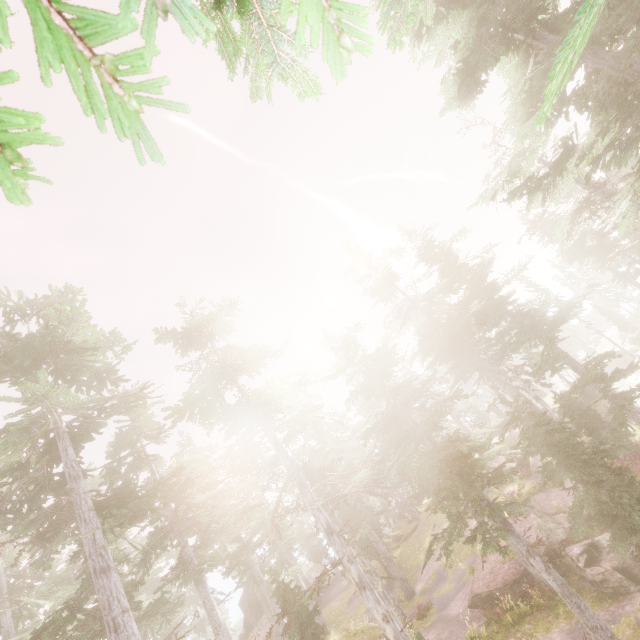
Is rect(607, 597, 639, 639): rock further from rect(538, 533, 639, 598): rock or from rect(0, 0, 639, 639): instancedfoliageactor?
rect(538, 533, 639, 598): rock

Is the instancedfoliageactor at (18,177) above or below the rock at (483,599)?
above

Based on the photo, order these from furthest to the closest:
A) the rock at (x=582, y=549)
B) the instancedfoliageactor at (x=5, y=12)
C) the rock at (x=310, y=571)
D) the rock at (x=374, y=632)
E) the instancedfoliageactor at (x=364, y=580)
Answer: the rock at (x=310, y=571)
the rock at (x=374, y=632)
the rock at (x=582, y=549)
the instancedfoliageactor at (x=364, y=580)
the instancedfoliageactor at (x=5, y=12)

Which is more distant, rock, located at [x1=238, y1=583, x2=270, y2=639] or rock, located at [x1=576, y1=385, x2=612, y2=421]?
rock, located at [x1=238, y1=583, x2=270, y2=639]

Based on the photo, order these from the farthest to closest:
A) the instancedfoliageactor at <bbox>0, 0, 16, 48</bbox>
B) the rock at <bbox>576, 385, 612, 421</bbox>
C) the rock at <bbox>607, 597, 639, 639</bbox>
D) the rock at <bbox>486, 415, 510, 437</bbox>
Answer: the rock at <bbox>486, 415, 510, 437</bbox> → the rock at <bbox>576, 385, 612, 421</bbox> → the rock at <bbox>607, 597, 639, 639</bbox> → the instancedfoliageactor at <bbox>0, 0, 16, 48</bbox>

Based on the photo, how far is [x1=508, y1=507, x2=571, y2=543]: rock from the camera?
17.2m

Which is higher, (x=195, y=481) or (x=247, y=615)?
(x=195, y=481)

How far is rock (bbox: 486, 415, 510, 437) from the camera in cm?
4625
